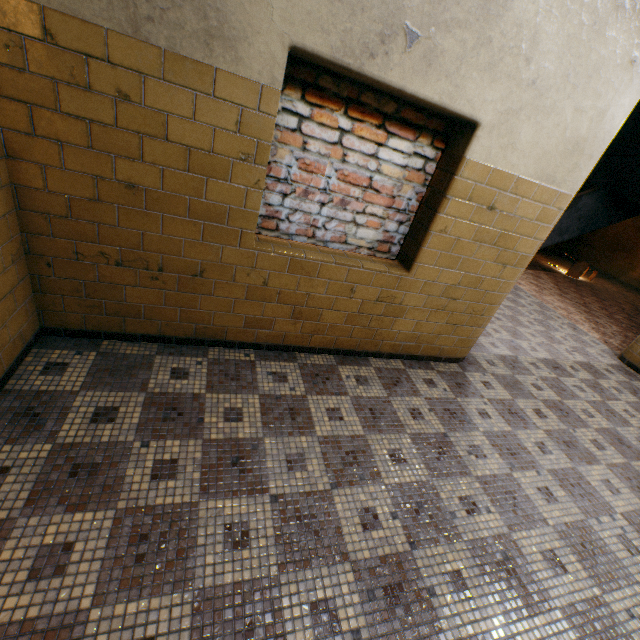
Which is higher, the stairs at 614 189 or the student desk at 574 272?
the stairs at 614 189

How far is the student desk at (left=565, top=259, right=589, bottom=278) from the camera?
10.1 meters

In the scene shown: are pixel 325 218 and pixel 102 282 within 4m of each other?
yes

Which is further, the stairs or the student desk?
the student desk

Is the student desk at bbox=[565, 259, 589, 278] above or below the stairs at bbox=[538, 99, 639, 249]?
below

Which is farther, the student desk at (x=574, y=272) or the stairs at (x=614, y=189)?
the student desk at (x=574, y=272)
